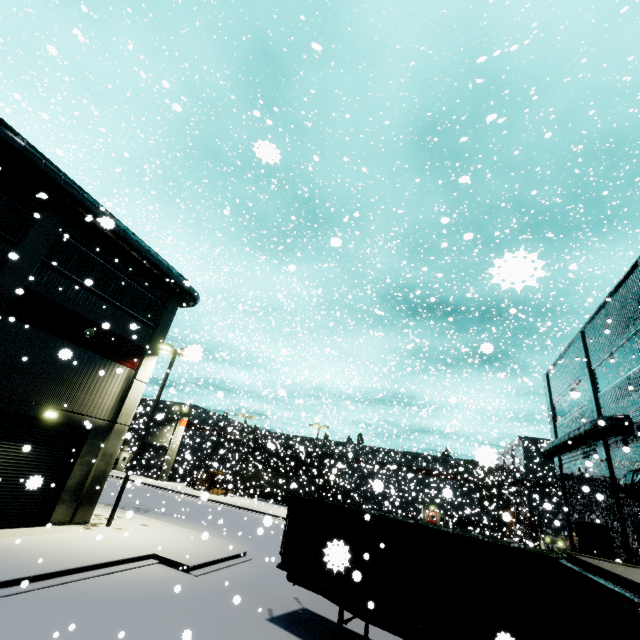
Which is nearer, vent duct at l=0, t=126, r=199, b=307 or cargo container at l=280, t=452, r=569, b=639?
cargo container at l=280, t=452, r=569, b=639

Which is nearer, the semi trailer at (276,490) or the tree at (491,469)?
the tree at (491,469)

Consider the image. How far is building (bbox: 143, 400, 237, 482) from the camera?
37.9m

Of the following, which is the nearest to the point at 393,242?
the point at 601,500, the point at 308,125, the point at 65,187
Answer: the point at 308,125

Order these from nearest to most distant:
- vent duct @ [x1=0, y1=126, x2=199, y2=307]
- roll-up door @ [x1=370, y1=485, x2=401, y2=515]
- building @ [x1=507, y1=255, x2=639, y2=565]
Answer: roll-up door @ [x1=370, y1=485, x2=401, y2=515] → vent duct @ [x1=0, y1=126, x2=199, y2=307] → building @ [x1=507, y1=255, x2=639, y2=565]

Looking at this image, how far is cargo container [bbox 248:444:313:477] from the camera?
35.6m

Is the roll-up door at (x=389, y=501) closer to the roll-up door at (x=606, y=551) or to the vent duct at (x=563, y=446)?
the vent duct at (x=563, y=446)

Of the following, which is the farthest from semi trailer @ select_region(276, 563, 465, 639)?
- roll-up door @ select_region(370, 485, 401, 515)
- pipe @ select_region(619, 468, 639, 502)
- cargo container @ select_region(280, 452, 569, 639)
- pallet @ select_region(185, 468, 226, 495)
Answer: roll-up door @ select_region(370, 485, 401, 515)
